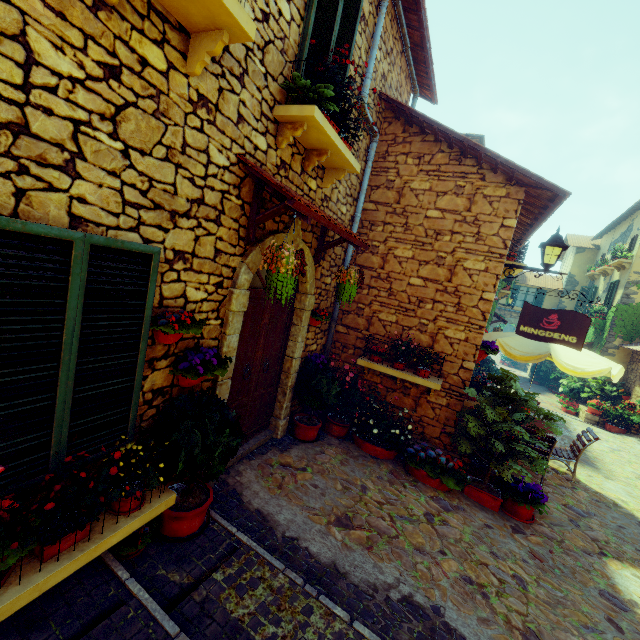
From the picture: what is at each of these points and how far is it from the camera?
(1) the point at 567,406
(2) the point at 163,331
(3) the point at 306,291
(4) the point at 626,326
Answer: (1) flower pot, 14.3m
(2) flower pot, 2.7m
(3) stone doorway, 5.0m
(4) vines, 14.2m

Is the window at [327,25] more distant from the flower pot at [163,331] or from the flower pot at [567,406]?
the flower pot at [567,406]

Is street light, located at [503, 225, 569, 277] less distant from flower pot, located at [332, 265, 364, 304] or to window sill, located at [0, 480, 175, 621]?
flower pot, located at [332, 265, 364, 304]

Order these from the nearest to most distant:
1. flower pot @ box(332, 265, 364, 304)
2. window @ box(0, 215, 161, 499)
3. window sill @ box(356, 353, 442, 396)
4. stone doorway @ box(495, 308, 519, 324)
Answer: window @ box(0, 215, 161, 499) → flower pot @ box(332, 265, 364, 304) → window sill @ box(356, 353, 442, 396) → stone doorway @ box(495, 308, 519, 324)

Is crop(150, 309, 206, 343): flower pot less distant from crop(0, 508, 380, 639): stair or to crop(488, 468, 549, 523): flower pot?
crop(0, 508, 380, 639): stair

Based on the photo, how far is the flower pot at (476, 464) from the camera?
5.64m

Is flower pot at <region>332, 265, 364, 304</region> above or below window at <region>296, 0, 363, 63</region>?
below

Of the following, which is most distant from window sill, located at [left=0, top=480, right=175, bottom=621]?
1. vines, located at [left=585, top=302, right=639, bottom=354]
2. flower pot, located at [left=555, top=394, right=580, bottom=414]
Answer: vines, located at [left=585, top=302, right=639, bottom=354]
